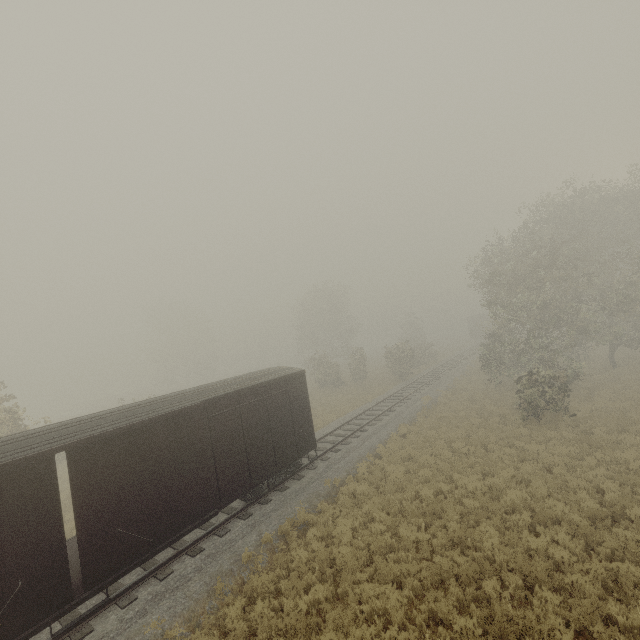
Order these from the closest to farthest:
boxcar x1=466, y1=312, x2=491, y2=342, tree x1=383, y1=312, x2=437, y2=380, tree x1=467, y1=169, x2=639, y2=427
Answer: tree x1=467, y1=169, x2=639, y2=427
tree x1=383, y1=312, x2=437, y2=380
boxcar x1=466, y1=312, x2=491, y2=342

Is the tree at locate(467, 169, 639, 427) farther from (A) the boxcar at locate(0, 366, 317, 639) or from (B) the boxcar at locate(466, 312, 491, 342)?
(B) the boxcar at locate(466, 312, 491, 342)

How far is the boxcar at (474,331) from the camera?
52.8 meters

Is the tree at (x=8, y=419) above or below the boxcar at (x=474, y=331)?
above

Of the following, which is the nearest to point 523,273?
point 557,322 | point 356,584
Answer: point 557,322

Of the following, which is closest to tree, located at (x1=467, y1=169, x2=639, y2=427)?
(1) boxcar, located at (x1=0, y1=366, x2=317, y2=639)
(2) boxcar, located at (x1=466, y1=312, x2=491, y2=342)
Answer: (1) boxcar, located at (x1=0, y1=366, x2=317, y2=639)

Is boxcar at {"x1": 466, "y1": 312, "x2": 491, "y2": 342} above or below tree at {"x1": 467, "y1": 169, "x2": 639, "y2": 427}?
below

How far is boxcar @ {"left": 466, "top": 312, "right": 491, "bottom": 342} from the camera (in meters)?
52.81
